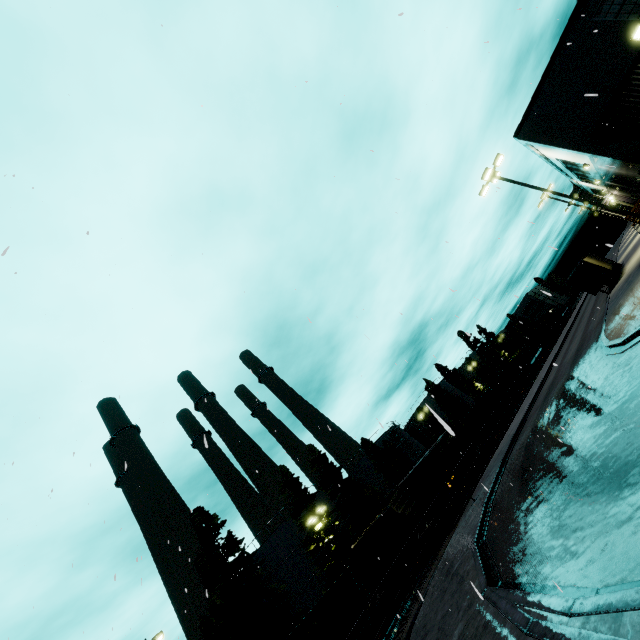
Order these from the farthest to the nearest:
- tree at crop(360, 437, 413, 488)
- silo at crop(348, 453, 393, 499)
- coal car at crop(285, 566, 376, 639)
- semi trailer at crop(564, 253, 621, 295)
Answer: silo at crop(348, 453, 393, 499) < tree at crop(360, 437, 413, 488) < semi trailer at crop(564, 253, 621, 295) < coal car at crop(285, 566, 376, 639)

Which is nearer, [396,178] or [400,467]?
[396,178]

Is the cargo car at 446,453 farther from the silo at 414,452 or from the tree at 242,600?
the silo at 414,452

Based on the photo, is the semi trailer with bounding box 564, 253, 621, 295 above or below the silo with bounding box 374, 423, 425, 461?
below

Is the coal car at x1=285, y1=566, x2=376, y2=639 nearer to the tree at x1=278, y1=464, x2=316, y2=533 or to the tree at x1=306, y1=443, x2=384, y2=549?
the tree at x1=306, y1=443, x2=384, y2=549

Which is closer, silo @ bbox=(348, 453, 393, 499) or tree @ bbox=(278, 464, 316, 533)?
tree @ bbox=(278, 464, 316, 533)

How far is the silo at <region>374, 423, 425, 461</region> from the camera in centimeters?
5316cm

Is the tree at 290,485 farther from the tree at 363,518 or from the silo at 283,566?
the silo at 283,566
